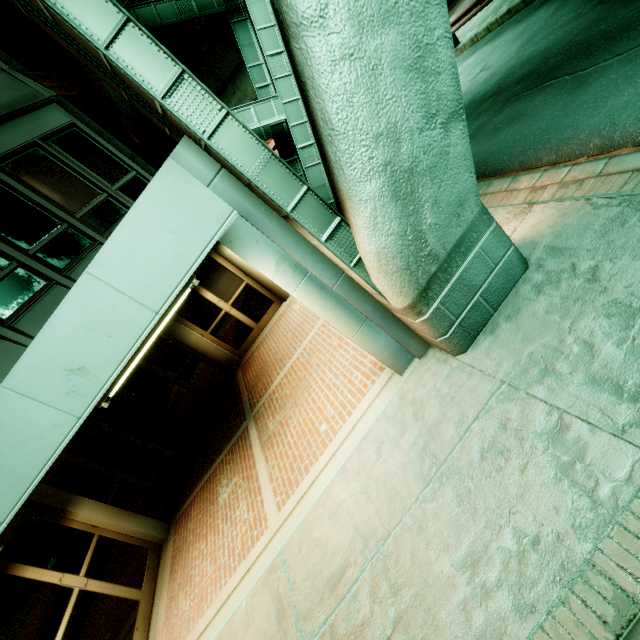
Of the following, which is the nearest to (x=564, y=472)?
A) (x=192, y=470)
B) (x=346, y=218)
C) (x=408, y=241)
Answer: (x=408, y=241)
